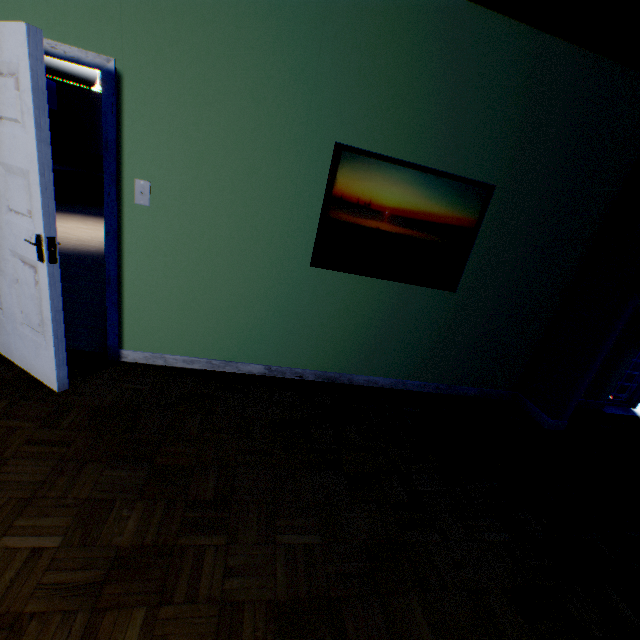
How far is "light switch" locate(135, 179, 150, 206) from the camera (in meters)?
2.39

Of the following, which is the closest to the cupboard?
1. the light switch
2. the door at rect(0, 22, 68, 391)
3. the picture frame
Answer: the door at rect(0, 22, 68, 391)

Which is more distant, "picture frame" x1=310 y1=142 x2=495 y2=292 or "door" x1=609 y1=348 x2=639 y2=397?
"door" x1=609 y1=348 x2=639 y2=397

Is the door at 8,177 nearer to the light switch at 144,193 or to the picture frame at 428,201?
the light switch at 144,193

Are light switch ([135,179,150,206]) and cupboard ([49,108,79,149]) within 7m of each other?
no

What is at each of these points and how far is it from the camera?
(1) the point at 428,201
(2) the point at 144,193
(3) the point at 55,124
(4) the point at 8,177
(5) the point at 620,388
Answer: (1) picture frame, 2.8m
(2) light switch, 2.4m
(3) cupboard, 9.0m
(4) door, 2.0m
(5) door, 4.5m

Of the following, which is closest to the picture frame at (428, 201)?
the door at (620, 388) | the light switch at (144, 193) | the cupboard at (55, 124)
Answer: the light switch at (144, 193)

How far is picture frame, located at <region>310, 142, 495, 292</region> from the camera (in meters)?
2.61
